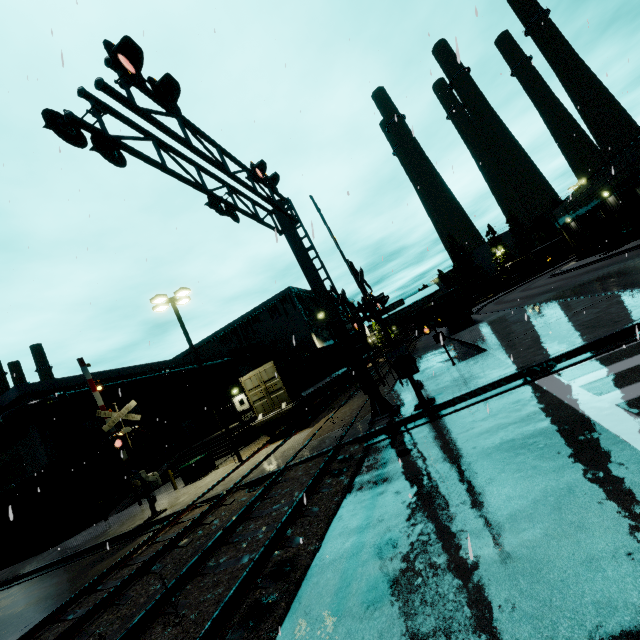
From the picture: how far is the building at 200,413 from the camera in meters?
24.9 m

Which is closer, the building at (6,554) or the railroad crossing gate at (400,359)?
the railroad crossing gate at (400,359)

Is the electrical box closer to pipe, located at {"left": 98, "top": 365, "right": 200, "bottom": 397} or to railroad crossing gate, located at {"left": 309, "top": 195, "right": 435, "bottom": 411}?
railroad crossing gate, located at {"left": 309, "top": 195, "right": 435, "bottom": 411}

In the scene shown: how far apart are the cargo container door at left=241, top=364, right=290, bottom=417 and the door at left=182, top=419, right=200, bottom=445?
17.79m

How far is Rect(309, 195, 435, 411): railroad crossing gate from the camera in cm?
975

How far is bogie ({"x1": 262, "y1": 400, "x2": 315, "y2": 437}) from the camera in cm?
1805

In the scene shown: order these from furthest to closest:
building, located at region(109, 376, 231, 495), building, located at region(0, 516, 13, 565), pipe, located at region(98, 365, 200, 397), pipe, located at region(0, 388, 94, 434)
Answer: pipe, located at region(98, 365, 200, 397) → building, located at region(109, 376, 231, 495) → building, located at region(0, 516, 13, 565) → pipe, located at region(0, 388, 94, 434)

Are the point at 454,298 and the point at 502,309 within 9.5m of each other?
yes
